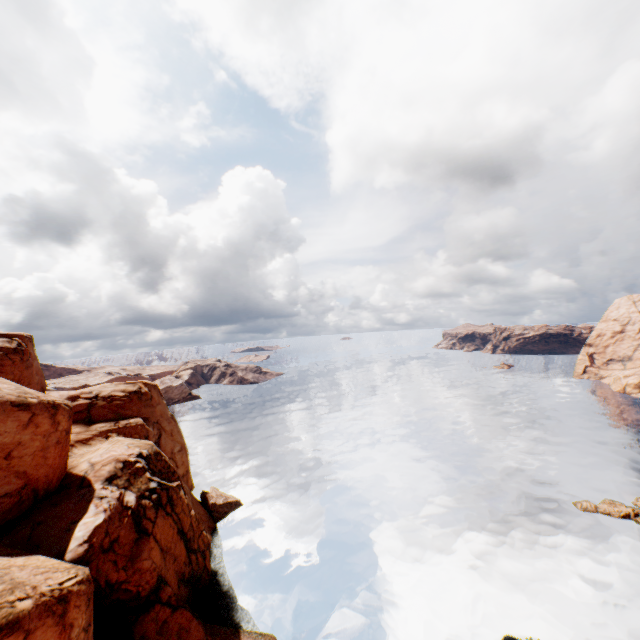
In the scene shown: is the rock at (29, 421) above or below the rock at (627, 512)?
above

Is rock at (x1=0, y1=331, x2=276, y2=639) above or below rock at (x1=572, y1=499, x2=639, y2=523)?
above

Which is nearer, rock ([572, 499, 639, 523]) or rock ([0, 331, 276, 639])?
rock ([0, 331, 276, 639])

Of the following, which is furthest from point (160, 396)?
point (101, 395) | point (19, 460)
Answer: point (19, 460)

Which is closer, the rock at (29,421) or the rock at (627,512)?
the rock at (29,421)
